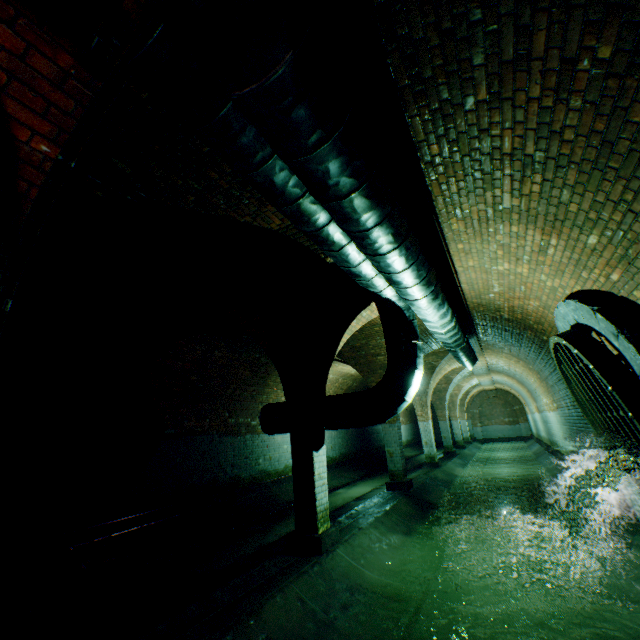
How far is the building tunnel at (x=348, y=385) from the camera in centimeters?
1352cm

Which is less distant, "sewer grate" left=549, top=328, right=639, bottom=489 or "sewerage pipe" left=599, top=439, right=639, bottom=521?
"sewer grate" left=549, top=328, right=639, bottom=489

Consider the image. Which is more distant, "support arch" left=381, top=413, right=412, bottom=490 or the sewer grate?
"support arch" left=381, top=413, right=412, bottom=490

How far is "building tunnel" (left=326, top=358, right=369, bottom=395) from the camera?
13.5m

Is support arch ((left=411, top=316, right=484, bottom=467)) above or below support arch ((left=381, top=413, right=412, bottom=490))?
above

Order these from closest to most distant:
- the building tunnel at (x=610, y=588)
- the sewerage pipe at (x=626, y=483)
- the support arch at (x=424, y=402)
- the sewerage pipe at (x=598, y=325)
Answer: the building tunnel at (x=610, y=588) < the sewerage pipe at (x=598, y=325) < the sewerage pipe at (x=626, y=483) < the support arch at (x=424, y=402)

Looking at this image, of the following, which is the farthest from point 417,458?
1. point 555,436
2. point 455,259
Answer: point 455,259

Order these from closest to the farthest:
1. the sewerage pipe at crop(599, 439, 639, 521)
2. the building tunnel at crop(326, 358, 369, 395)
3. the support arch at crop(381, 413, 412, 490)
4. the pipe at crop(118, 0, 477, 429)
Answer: the pipe at crop(118, 0, 477, 429) < the sewerage pipe at crop(599, 439, 639, 521) < the support arch at crop(381, 413, 412, 490) < the building tunnel at crop(326, 358, 369, 395)
